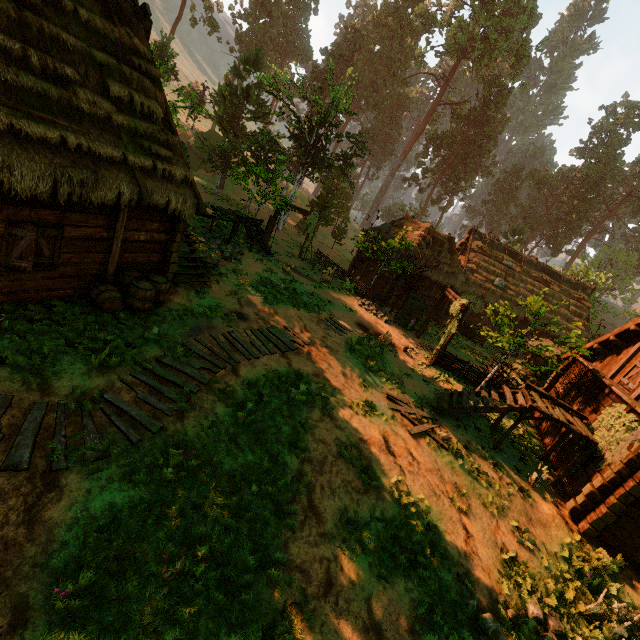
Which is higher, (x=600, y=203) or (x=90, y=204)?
(x=600, y=203)

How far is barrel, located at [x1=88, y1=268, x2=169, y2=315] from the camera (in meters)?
8.96

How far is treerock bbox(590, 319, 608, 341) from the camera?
27.8m

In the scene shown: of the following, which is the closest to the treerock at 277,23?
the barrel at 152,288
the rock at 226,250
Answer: the rock at 226,250

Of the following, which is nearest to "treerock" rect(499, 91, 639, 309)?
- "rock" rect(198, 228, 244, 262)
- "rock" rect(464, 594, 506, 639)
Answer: "rock" rect(464, 594, 506, 639)

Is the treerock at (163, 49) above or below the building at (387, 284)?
above

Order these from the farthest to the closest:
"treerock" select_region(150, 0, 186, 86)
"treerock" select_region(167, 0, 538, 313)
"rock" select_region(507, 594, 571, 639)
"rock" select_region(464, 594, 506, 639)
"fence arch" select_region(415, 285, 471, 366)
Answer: "treerock" select_region(167, 0, 538, 313), "treerock" select_region(150, 0, 186, 86), "fence arch" select_region(415, 285, 471, 366), "rock" select_region(507, 594, 571, 639), "rock" select_region(464, 594, 506, 639)

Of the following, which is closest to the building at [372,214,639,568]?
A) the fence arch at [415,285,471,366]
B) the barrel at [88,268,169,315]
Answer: the barrel at [88,268,169,315]
